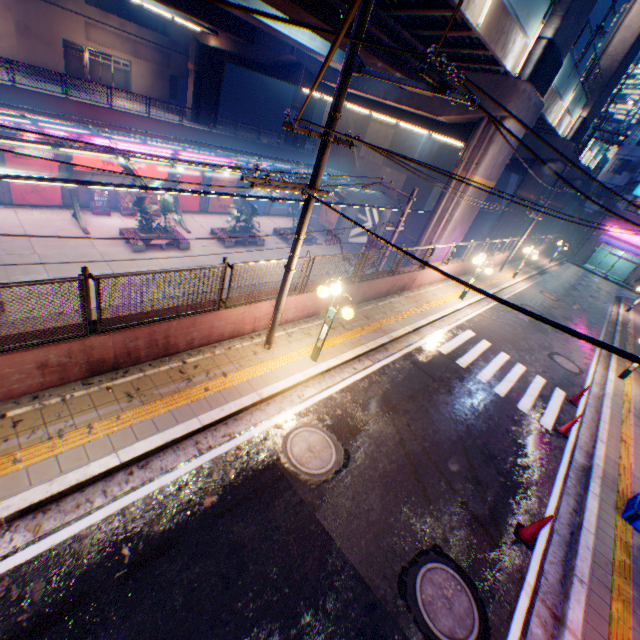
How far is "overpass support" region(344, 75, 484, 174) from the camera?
16.5m

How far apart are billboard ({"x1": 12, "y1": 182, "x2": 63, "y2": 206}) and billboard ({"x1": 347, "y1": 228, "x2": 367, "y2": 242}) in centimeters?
2400cm

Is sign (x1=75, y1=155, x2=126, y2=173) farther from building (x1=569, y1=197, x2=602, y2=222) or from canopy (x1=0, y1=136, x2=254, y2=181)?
building (x1=569, y1=197, x2=602, y2=222)

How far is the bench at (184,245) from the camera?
21.6 meters

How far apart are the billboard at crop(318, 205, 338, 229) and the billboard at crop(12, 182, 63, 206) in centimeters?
2271cm

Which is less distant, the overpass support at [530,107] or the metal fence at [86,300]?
the metal fence at [86,300]

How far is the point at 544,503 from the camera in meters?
7.4 m

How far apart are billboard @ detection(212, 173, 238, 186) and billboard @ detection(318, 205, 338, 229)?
9.4 meters
